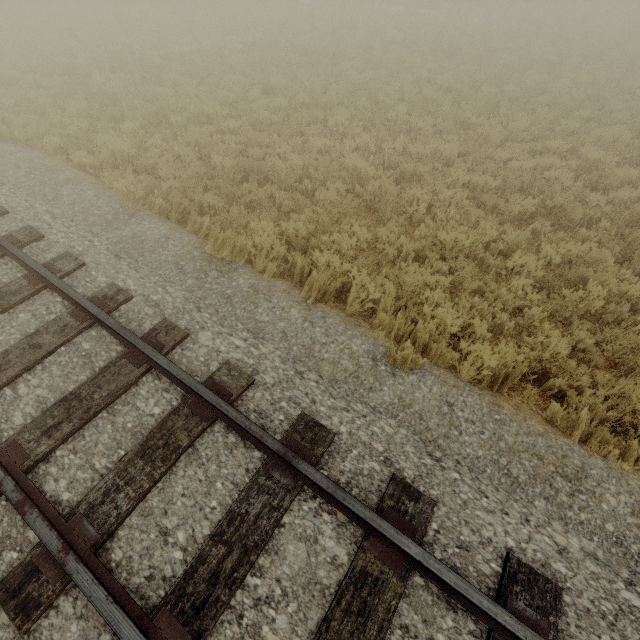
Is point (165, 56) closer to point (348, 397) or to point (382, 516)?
point (348, 397)
